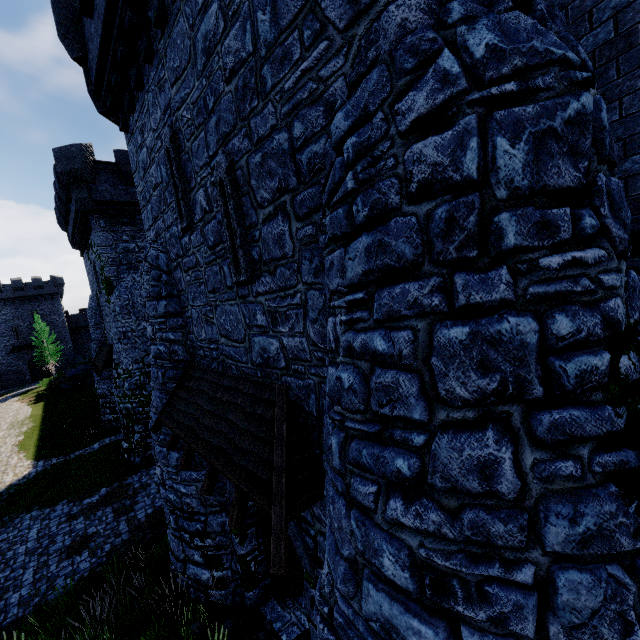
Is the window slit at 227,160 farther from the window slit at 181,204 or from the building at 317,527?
the window slit at 181,204

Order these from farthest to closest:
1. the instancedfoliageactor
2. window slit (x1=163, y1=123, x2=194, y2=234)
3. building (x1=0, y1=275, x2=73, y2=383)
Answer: building (x1=0, y1=275, x2=73, y2=383)
the instancedfoliageactor
window slit (x1=163, y1=123, x2=194, y2=234)

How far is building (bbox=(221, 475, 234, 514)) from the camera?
7.82m

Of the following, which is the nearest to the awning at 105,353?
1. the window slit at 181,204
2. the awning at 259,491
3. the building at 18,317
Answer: the awning at 259,491

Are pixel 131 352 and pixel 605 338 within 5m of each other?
no

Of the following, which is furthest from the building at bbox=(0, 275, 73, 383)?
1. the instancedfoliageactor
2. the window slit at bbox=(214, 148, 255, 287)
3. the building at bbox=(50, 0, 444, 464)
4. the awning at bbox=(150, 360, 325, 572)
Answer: the window slit at bbox=(214, 148, 255, 287)

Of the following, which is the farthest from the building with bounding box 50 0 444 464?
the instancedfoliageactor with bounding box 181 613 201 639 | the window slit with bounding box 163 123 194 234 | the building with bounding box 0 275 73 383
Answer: the building with bounding box 0 275 73 383

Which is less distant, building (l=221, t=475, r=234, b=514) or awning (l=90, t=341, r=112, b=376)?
building (l=221, t=475, r=234, b=514)
